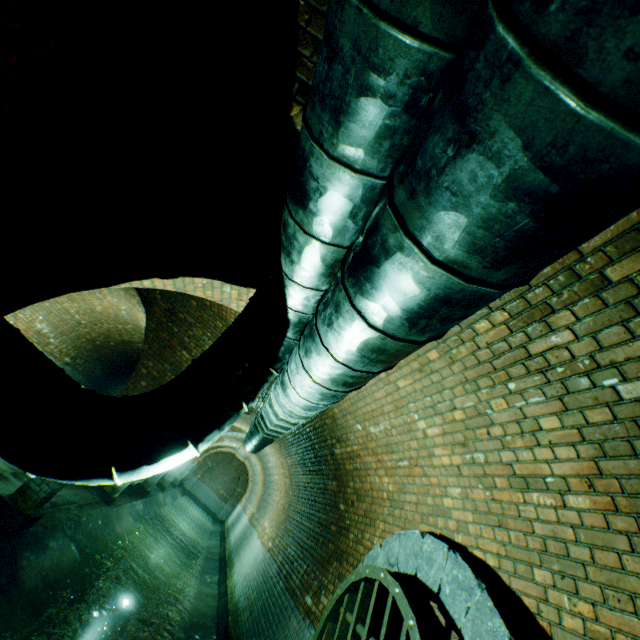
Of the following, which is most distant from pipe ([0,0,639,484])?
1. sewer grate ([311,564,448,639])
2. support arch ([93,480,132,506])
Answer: sewer grate ([311,564,448,639])

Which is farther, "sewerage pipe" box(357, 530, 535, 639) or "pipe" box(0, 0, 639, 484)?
"sewerage pipe" box(357, 530, 535, 639)

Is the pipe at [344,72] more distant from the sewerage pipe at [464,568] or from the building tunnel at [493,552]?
the sewerage pipe at [464,568]

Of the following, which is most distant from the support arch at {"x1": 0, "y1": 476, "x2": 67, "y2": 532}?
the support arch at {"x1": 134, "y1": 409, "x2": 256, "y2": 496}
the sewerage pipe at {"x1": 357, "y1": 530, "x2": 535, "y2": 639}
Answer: the support arch at {"x1": 134, "y1": 409, "x2": 256, "y2": 496}

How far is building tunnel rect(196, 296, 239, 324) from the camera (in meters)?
5.18

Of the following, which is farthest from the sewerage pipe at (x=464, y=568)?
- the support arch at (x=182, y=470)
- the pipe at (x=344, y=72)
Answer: the support arch at (x=182, y=470)

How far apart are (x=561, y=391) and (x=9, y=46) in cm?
431
